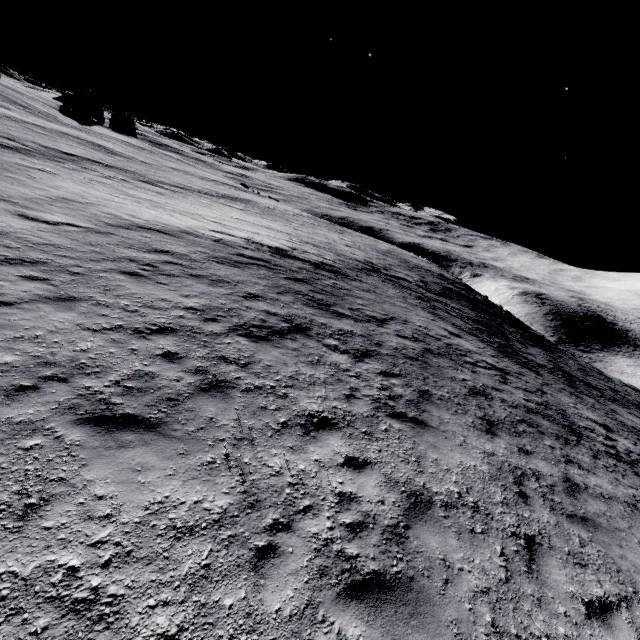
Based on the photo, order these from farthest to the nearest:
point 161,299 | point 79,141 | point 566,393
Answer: point 79,141 < point 566,393 < point 161,299
